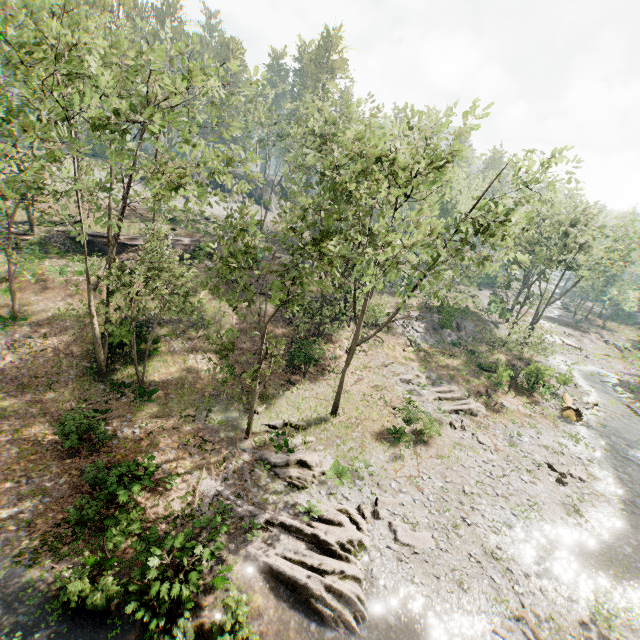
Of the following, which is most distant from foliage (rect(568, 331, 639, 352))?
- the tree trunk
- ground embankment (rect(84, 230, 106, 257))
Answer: the tree trunk

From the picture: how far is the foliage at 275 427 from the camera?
18.3m

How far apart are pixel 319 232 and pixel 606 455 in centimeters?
2662cm

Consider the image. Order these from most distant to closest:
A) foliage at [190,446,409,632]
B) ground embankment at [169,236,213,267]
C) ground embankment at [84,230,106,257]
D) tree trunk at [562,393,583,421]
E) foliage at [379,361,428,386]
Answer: ground embankment at [169,236,213,267] < ground embankment at [84,230,106,257] < foliage at [379,361,428,386] < tree trunk at [562,393,583,421] < foliage at [190,446,409,632]

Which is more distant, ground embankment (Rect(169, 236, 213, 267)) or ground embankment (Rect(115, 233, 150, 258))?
ground embankment (Rect(169, 236, 213, 267))

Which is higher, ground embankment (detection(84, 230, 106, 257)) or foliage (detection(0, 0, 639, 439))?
foliage (detection(0, 0, 639, 439))
